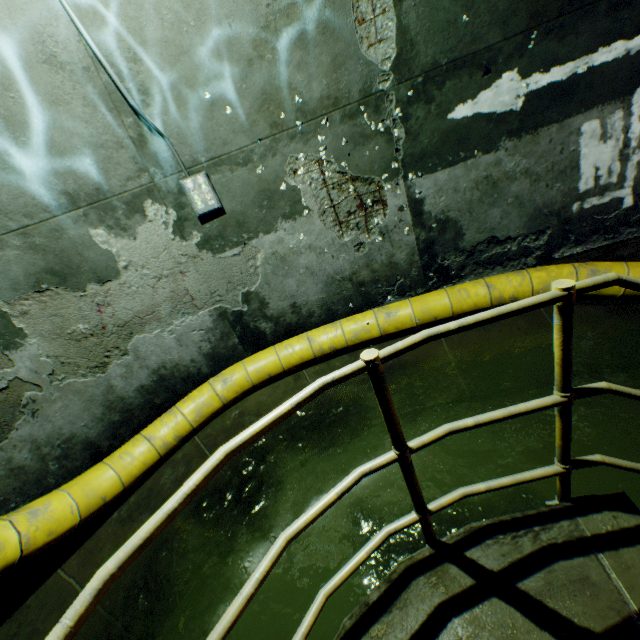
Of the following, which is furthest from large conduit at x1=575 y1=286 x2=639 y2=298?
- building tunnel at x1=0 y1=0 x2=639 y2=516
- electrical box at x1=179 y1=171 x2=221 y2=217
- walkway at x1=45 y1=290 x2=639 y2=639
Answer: electrical box at x1=179 y1=171 x2=221 y2=217

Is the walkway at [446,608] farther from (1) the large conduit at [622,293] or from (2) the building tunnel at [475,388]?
(1) the large conduit at [622,293]

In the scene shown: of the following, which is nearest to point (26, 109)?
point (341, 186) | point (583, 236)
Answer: point (341, 186)

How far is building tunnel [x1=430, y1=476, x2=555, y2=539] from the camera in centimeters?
257cm

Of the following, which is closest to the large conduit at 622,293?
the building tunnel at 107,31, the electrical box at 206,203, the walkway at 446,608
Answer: the building tunnel at 107,31

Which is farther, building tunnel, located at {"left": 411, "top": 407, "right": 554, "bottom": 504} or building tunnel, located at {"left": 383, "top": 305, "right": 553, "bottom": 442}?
building tunnel, located at {"left": 383, "top": 305, "right": 553, "bottom": 442}

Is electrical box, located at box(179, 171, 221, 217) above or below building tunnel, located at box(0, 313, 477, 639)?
above

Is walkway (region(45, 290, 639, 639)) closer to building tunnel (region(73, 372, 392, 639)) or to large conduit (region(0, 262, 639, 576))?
building tunnel (region(73, 372, 392, 639))
